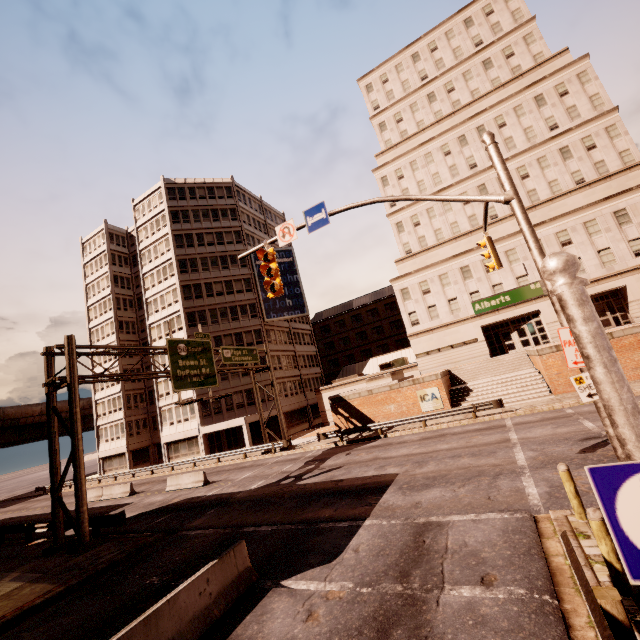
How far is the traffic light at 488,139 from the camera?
7.3 meters

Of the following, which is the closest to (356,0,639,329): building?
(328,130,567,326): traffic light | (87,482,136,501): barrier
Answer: (328,130,567,326): traffic light

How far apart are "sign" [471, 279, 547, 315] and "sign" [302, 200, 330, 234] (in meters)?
4.67

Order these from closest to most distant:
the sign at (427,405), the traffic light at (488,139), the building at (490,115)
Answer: the traffic light at (488,139), the sign at (427,405), the building at (490,115)

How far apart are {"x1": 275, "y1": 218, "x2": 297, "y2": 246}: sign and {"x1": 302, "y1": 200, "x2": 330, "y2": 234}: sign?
0.3m

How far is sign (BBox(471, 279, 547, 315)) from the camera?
7.3m

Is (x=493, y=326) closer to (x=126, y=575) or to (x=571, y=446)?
(x=571, y=446)

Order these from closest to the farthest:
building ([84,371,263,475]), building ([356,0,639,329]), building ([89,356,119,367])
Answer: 1. building ([356,0,639,329])
2. building ([84,371,263,475])
3. building ([89,356,119,367])
